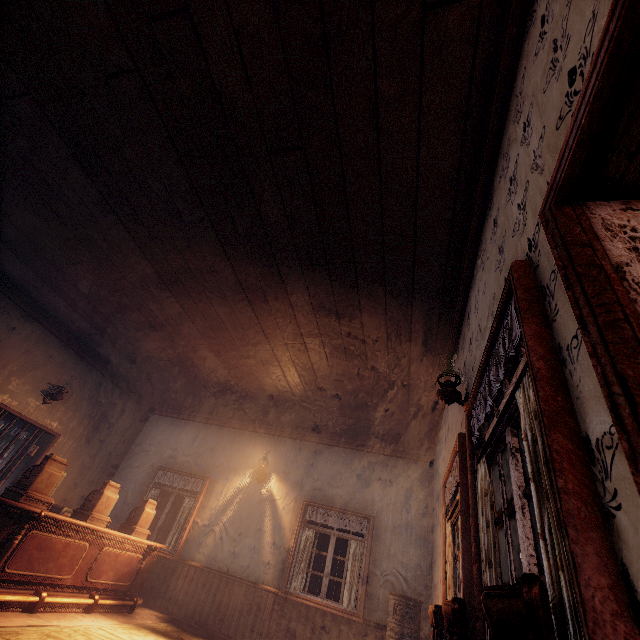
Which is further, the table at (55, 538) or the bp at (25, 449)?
the bp at (25, 449)

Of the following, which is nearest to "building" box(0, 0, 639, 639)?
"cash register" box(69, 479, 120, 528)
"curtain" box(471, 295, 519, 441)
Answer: "curtain" box(471, 295, 519, 441)

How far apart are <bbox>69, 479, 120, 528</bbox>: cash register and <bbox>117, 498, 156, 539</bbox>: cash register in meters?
0.6 m

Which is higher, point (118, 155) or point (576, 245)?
point (118, 155)

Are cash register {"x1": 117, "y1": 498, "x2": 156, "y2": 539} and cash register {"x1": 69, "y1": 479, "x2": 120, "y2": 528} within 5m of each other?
yes

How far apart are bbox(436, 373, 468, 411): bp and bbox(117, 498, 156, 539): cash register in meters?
5.9 m

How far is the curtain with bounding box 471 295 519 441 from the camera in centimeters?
153cm

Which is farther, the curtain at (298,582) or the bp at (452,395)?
the curtain at (298,582)
